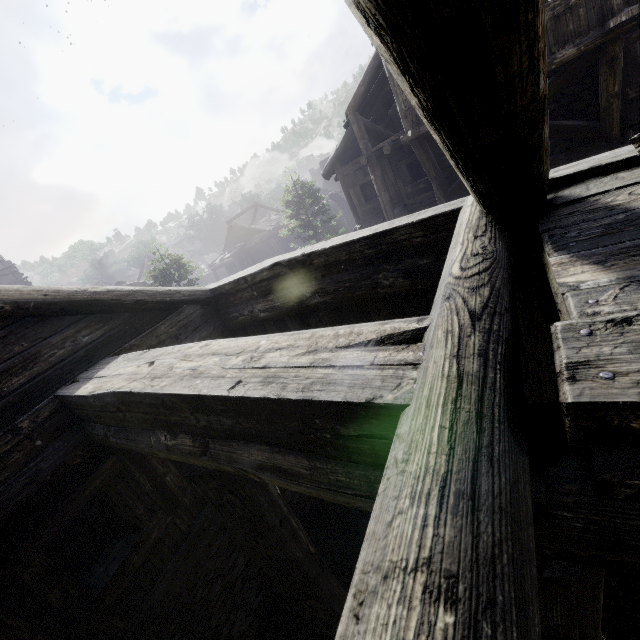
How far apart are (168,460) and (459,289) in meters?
4.7 m
